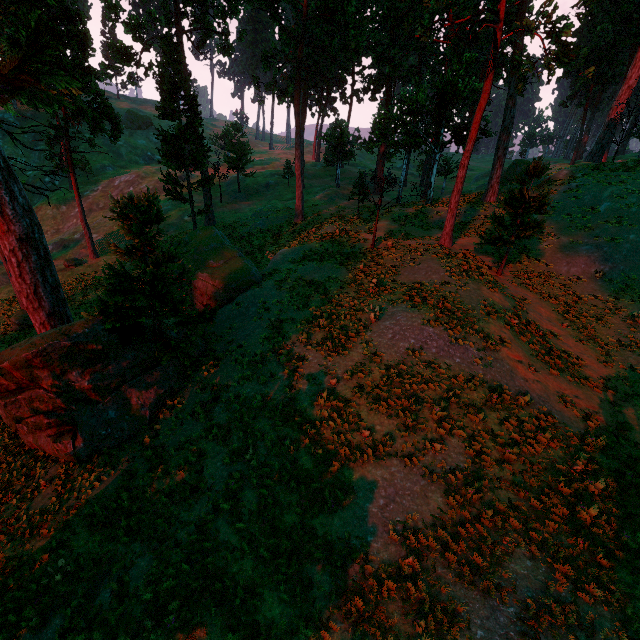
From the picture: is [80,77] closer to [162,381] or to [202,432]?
[162,381]

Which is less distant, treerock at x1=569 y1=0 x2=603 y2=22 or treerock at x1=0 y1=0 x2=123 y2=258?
treerock at x1=569 y1=0 x2=603 y2=22

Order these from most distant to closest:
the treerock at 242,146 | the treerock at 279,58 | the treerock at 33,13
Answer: the treerock at 242,146
the treerock at 33,13
the treerock at 279,58

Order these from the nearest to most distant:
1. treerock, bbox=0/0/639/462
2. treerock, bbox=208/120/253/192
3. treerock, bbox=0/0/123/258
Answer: treerock, bbox=0/0/639/462, treerock, bbox=0/0/123/258, treerock, bbox=208/120/253/192

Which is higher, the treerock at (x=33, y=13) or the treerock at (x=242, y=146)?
the treerock at (x=33, y=13)

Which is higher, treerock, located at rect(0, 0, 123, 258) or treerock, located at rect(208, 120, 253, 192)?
treerock, located at rect(0, 0, 123, 258)

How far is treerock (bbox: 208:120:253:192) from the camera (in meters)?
42.38
